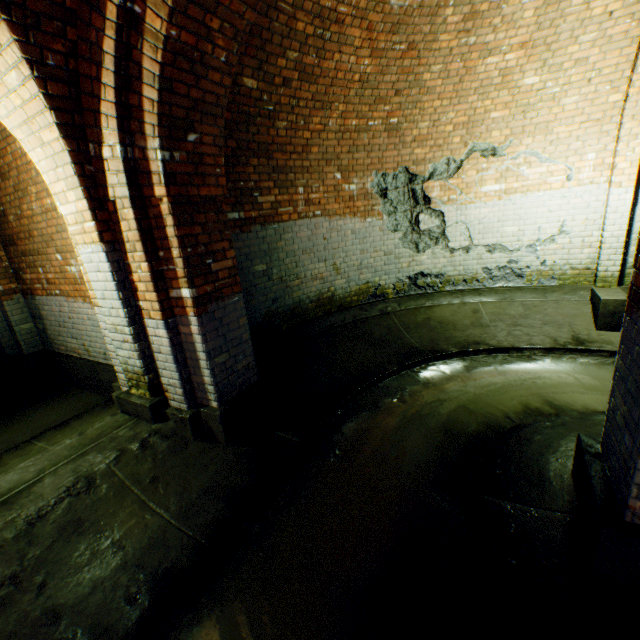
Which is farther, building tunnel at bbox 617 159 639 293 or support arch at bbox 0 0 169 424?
building tunnel at bbox 617 159 639 293

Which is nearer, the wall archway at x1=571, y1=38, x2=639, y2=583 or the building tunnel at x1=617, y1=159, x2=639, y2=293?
the wall archway at x1=571, y1=38, x2=639, y2=583

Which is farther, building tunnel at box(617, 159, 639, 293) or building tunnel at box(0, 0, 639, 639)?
building tunnel at box(617, 159, 639, 293)

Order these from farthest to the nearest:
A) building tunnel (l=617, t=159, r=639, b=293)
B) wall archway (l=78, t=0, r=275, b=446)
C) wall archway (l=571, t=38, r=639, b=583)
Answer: building tunnel (l=617, t=159, r=639, b=293), wall archway (l=78, t=0, r=275, b=446), wall archway (l=571, t=38, r=639, b=583)

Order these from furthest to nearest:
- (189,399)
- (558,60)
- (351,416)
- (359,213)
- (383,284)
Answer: (383,284) → (359,213) → (558,60) → (351,416) → (189,399)

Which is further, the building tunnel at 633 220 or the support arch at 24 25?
the building tunnel at 633 220

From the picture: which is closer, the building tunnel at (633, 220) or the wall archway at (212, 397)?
the wall archway at (212, 397)
